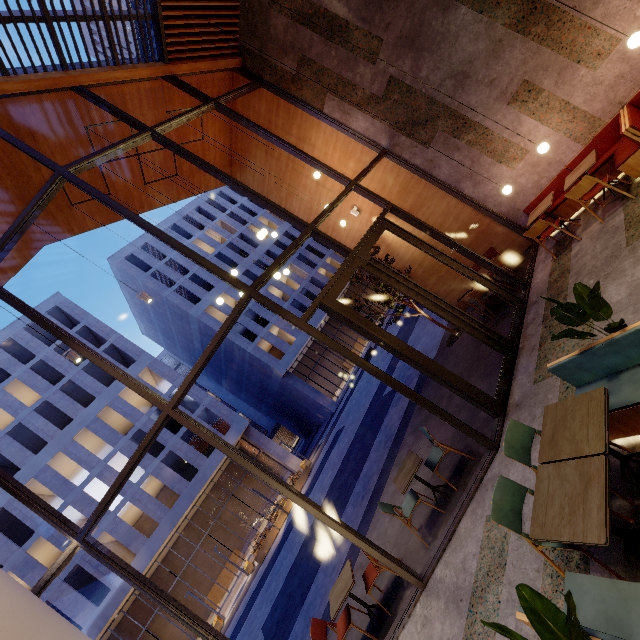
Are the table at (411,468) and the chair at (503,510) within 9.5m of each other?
yes

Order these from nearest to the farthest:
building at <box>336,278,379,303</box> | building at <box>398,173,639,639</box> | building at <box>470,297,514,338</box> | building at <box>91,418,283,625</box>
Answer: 1. building at <box>398,173,639,639</box>
2. building at <box>470,297,514,338</box>
3. building at <box>91,418,283,625</box>
4. building at <box>336,278,379,303</box>

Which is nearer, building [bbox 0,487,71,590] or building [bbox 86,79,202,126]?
building [bbox 86,79,202,126]

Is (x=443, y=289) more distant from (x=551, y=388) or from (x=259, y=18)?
(x=259, y=18)

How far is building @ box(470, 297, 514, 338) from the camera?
7.1 meters

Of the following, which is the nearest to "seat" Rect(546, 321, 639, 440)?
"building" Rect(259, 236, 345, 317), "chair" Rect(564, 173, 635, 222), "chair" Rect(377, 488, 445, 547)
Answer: "chair" Rect(377, 488, 445, 547)

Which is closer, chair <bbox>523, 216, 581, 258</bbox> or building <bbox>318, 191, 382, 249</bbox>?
chair <bbox>523, 216, 581, 258</bbox>

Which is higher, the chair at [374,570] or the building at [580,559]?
the chair at [374,570]
